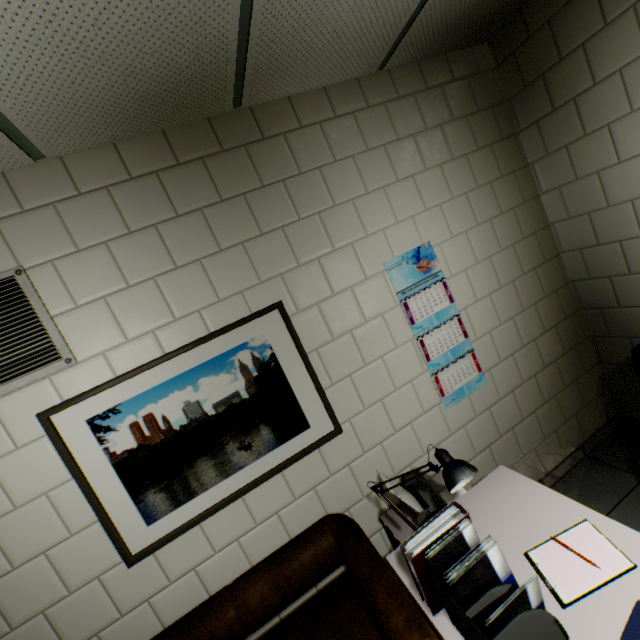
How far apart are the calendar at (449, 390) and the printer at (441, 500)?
0.49m

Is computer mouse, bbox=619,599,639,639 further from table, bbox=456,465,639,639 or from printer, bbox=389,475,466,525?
printer, bbox=389,475,466,525

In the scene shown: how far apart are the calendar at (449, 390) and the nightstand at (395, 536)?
0.7 meters

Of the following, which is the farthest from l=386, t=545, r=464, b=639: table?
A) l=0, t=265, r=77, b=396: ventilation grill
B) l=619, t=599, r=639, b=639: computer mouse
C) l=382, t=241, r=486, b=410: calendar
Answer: l=0, t=265, r=77, b=396: ventilation grill

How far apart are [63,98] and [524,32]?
2.76m

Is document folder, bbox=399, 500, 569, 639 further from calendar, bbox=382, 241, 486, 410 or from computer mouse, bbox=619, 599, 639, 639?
calendar, bbox=382, 241, 486, 410

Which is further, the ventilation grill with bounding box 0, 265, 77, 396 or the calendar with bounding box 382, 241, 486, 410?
the calendar with bounding box 382, 241, 486, 410

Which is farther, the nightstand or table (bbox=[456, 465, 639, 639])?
the nightstand
